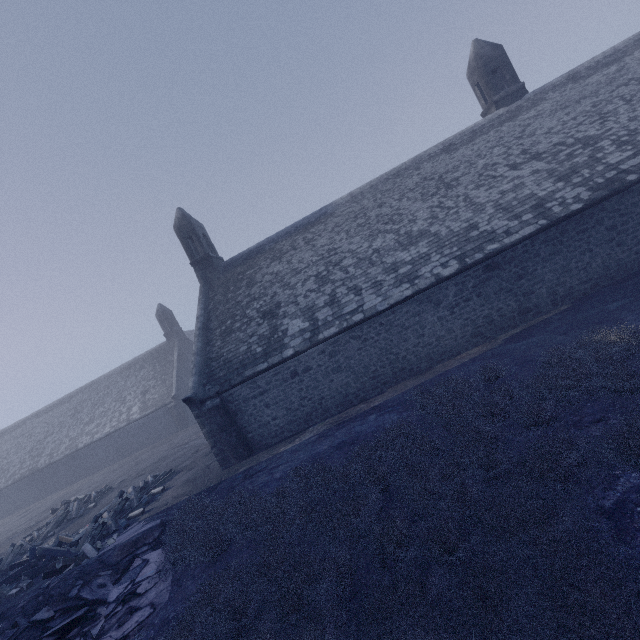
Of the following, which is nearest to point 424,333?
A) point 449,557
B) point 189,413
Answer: point 449,557
